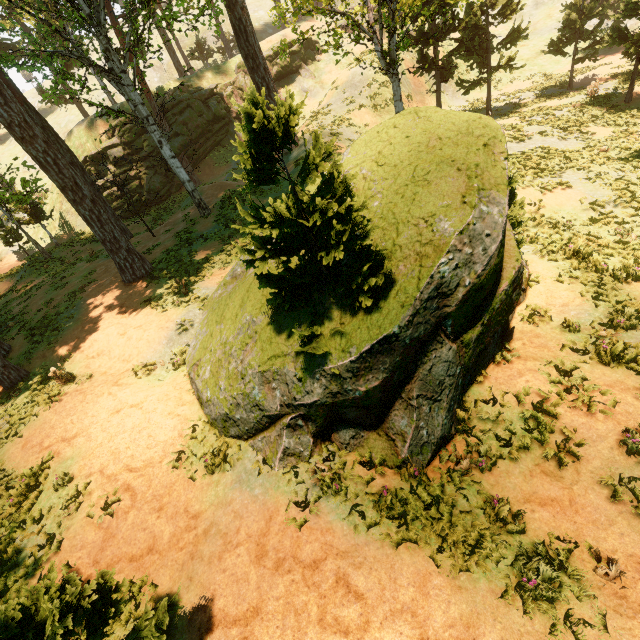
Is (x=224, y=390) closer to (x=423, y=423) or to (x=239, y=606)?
(x=239, y=606)

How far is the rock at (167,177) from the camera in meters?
28.4 m

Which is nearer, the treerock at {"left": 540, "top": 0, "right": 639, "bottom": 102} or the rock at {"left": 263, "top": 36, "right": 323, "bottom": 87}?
the treerock at {"left": 540, "top": 0, "right": 639, "bottom": 102}

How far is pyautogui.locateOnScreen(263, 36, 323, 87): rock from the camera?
33.2m

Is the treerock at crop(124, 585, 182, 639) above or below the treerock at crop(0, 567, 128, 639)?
below

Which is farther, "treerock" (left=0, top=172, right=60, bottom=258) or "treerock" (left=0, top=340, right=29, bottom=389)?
"treerock" (left=0, top=172, right=60, bottom=258)

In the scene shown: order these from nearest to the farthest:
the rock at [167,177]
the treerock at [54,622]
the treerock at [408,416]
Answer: the treerock at [54,622]
the treerock at [408,416]
the rock at [167,177]
